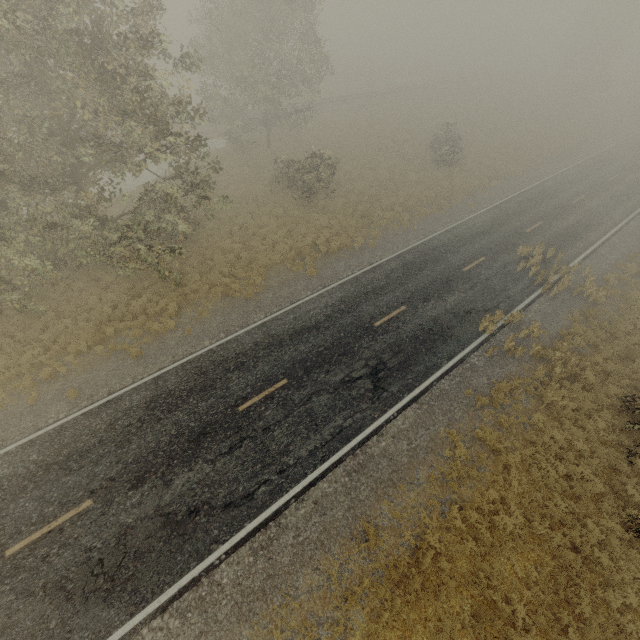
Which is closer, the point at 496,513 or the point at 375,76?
the point at 496,513
